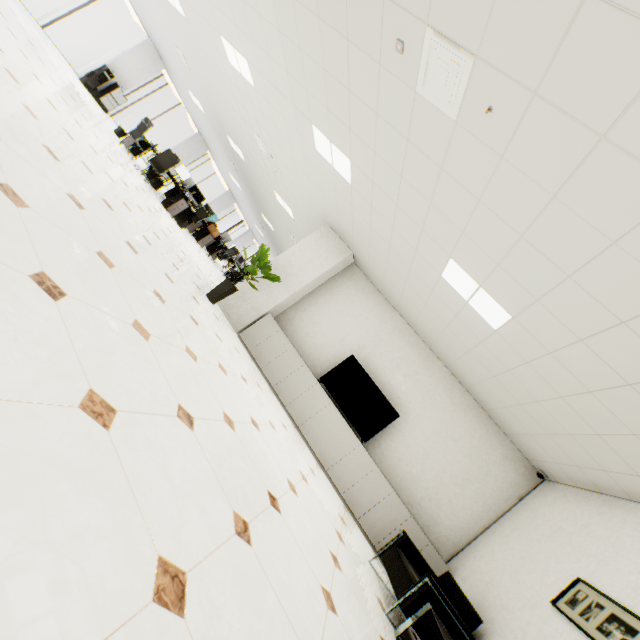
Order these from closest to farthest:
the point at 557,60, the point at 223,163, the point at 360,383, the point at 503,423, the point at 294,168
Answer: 1. the point at 557,60
2. the point at 503,423
3. the point at 360,383
4. the point at 294,168
5. the point at 223,163

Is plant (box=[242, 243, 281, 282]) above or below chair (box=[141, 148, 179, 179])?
above

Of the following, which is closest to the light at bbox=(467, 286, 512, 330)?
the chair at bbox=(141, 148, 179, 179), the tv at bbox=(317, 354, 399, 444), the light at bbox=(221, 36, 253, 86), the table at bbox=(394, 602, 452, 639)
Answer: the tv at bbox=(317, 354, 399, 444)

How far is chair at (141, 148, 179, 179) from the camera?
9.6 meters

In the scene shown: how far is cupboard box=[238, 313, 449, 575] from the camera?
5.06m

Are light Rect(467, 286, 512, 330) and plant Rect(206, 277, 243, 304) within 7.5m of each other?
yes

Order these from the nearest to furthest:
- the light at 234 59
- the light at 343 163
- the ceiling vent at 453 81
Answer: the ceiling vent at 453 81, the light at 343 163, the light at 234 59

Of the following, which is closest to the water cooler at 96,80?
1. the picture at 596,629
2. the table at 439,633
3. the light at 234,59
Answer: the light at 234,59
